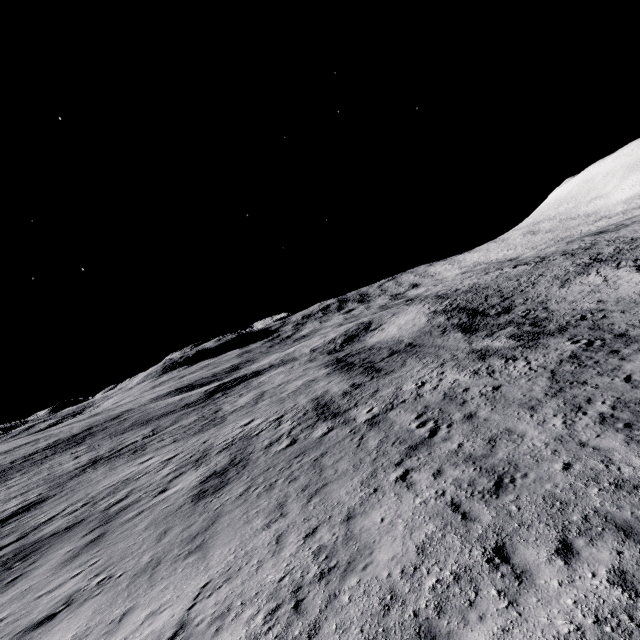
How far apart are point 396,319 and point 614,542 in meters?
51.5 m
